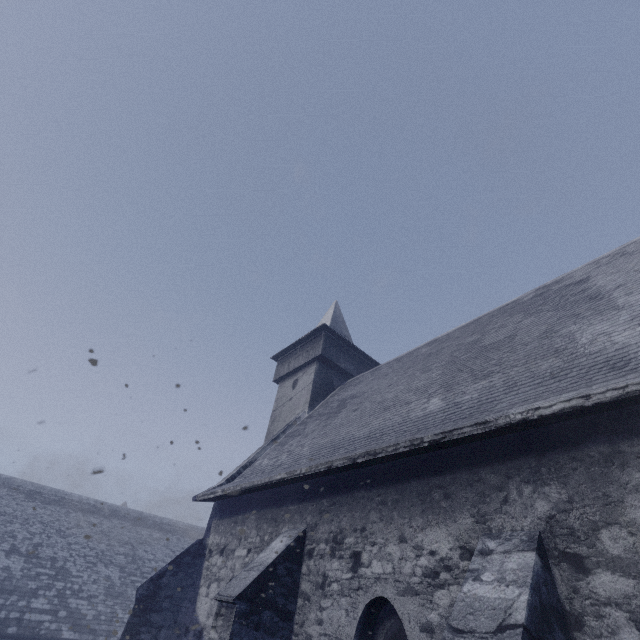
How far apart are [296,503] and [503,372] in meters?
5.1
